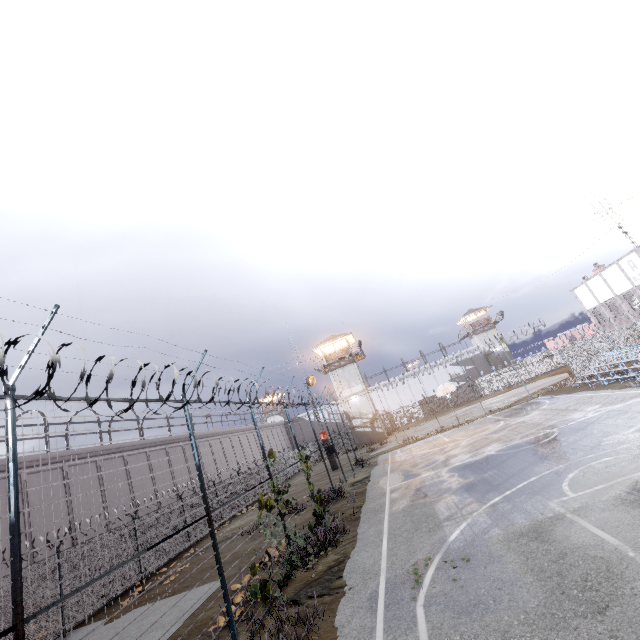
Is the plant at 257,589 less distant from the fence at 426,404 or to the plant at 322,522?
the fence at 426,404

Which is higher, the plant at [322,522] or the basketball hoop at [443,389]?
the basketball hoop at [443,389]

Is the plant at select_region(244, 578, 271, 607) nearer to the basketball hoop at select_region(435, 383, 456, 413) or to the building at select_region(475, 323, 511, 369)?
the basketball hoop at select_region(435, 383, 456, 413)

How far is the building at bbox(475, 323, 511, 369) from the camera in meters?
57.8 m

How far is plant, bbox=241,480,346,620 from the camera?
8.80m

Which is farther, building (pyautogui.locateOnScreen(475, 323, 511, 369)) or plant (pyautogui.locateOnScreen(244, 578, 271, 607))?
building (pyautogui.locateOnScreen(475, 323, 511, 369))

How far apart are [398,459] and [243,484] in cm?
1416

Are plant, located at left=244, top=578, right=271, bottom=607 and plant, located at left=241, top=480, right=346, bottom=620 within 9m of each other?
yes
